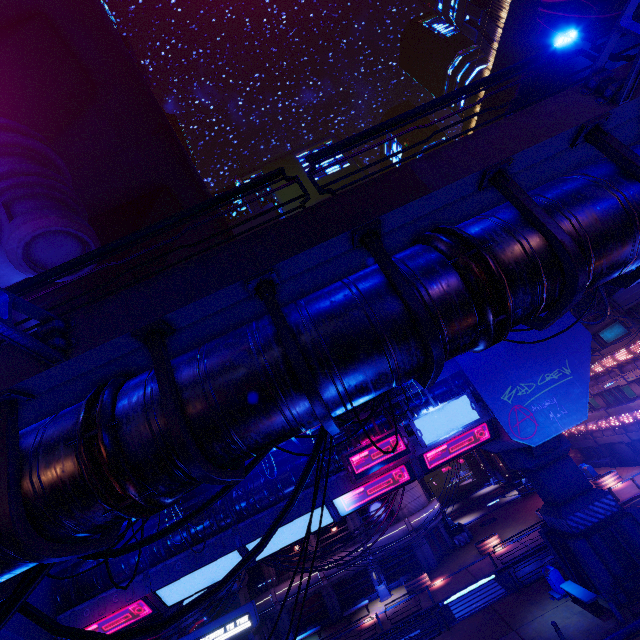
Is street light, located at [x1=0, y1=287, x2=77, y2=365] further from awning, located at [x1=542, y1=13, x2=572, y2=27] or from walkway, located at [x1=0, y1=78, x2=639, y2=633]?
awning, located at [x1=542, y1=13, x2=572, y2=27]

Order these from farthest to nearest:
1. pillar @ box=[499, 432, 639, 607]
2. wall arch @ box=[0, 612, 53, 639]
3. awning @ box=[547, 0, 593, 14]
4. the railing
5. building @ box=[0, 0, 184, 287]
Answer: building @ box=[0, 0, 184, 287]
pillar @ box=[499, 432, 639, 607]
wall arch @ box=[0, 612, 53, 639]
awning @ box=[547, 0, 593, 14]
the railing

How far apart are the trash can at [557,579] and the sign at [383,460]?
10.7 meters

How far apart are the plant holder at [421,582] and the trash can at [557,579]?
12.4 meters

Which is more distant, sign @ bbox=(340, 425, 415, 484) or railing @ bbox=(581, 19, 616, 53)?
sign @ bbox=(340, 425, 415, 484)

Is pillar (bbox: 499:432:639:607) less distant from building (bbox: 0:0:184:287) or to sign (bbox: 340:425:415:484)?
sign (bbox: 340:425:415:484)

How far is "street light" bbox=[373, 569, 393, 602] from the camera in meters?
29.4 m

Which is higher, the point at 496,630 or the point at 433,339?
the point at 433,339
